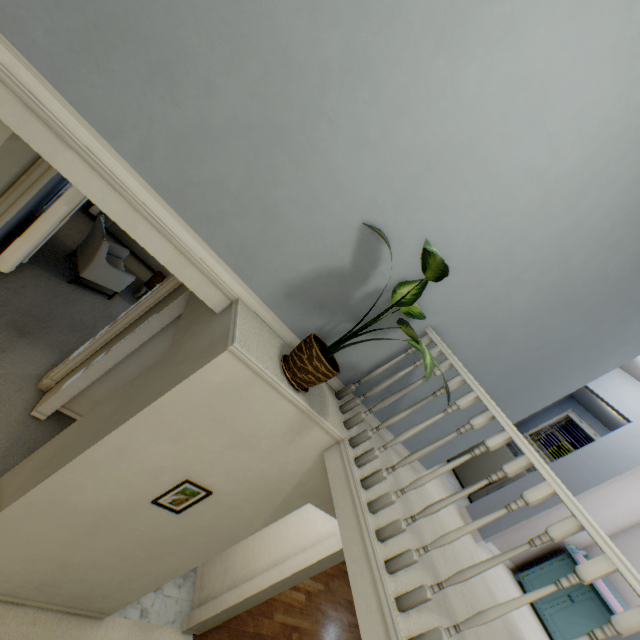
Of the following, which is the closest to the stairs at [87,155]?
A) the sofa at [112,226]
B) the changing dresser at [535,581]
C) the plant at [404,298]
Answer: the plant at [404,298]

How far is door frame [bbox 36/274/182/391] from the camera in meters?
3.0 m

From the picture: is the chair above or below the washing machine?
below

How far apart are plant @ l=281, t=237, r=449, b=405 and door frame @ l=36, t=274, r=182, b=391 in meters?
→ 1.6

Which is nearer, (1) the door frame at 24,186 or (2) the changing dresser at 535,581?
(1) the door frame at 24,186

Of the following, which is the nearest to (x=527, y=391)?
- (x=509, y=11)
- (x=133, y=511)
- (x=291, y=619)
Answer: (x=509, y=11)

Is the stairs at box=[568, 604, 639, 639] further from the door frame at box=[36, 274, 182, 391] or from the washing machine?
the washing machine

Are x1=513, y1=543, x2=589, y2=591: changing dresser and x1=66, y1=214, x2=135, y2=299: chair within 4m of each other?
no
